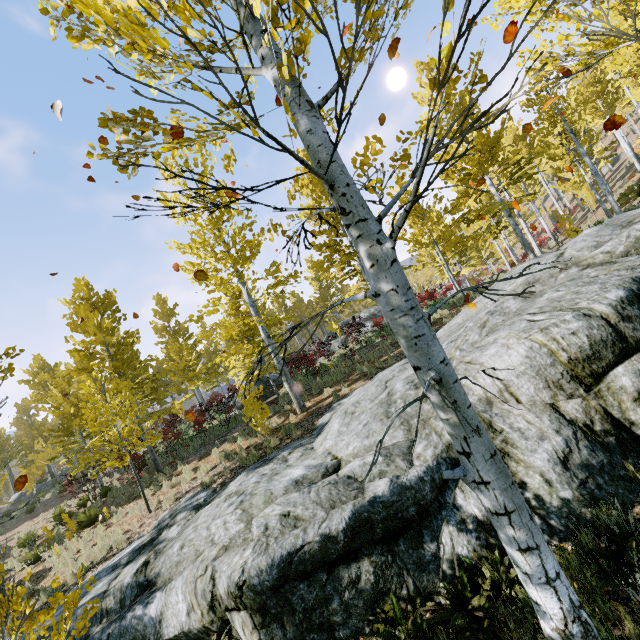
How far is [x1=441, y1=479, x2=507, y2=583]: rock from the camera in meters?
4.3

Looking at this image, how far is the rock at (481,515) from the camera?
4.3m

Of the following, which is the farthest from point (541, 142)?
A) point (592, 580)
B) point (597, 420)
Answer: point (592, 580)

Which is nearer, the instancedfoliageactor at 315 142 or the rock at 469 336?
the instancedfoliageactor at 315 142

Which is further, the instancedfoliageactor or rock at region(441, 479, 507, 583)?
rock at region(441, 479, 507, 583)
